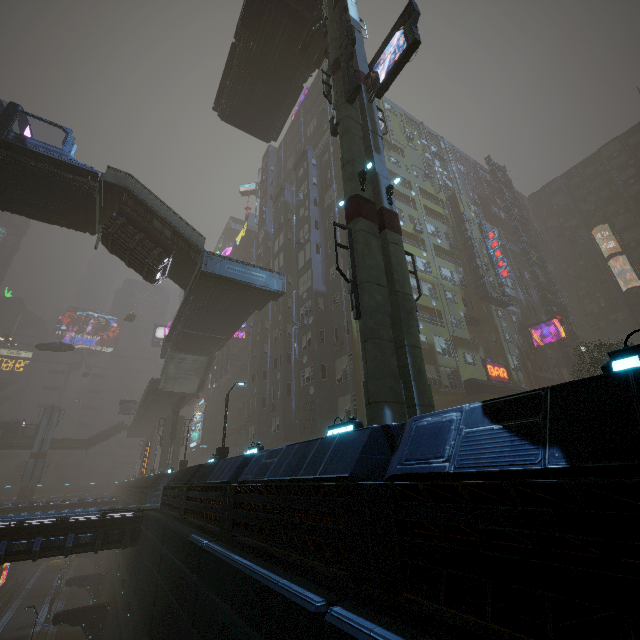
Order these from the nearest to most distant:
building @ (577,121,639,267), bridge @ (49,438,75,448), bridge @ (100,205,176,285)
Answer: bridge @ (100,205,176,285), building @ (577,121,639,267), bridge @ (49,438,75,448)

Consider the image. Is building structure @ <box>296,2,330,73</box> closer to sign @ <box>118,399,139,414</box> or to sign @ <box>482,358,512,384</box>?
sign @ <box>482,358,512,384</box>

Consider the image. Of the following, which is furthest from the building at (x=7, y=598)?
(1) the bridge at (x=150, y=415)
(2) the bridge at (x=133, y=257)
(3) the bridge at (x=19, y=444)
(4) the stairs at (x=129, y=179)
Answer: (2) the bridge at (x=133, y=257)

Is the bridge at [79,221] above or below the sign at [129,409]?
above

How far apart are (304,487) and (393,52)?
16.7 meters

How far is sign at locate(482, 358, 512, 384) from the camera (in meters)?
30.02

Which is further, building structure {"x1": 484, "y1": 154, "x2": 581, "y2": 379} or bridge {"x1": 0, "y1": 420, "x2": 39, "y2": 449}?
bridge {"x1": 0, "y1": 420, "x2": 39, "y2": 449}

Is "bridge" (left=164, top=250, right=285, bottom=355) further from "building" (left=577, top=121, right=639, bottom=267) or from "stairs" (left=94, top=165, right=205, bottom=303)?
"building" (left=577, top=121, right=639, bottom=267)
